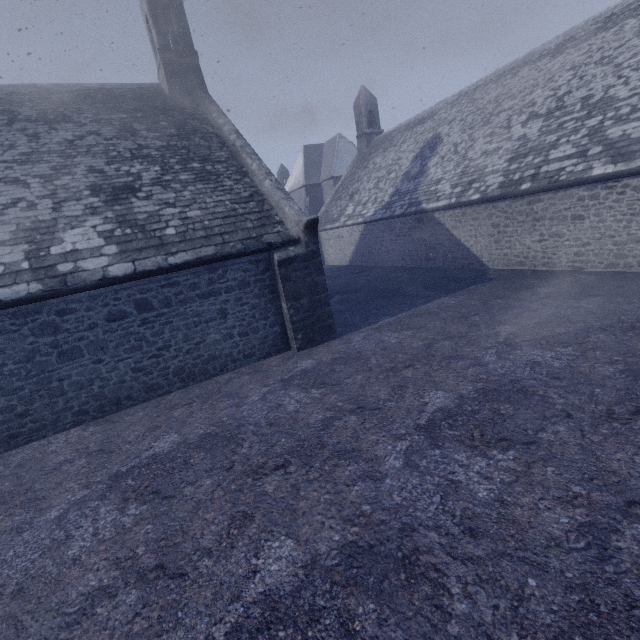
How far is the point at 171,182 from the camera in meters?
8.6
